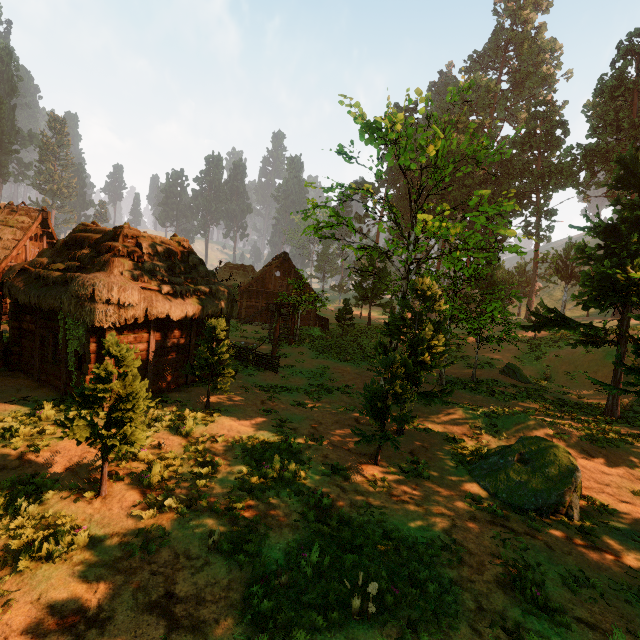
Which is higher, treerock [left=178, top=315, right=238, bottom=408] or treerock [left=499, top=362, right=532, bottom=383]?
treerock [left=178, top=315, right=238, bottom=408]

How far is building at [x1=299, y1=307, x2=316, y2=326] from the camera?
36.47m

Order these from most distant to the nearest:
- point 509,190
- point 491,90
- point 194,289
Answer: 1. point 491,90
2. point 194,289
3. point 509,190

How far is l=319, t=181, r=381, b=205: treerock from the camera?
14.8m

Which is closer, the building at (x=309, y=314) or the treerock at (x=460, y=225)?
the treerock at (x=460, y=225)

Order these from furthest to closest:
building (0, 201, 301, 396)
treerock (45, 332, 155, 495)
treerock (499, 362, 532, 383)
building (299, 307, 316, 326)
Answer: building (299, 307, 316, 326)
treerock (499, 362, 532, 383)
building (0, 201, 301, 396)
treerock (45, 332, 155, 495)

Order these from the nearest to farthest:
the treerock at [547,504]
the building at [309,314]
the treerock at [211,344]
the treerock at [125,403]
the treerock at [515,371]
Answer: the treerock at [125,403] → the treerock at [547,504] → the treerock at [211,344] → the treerock at [515,371] → the building at [309,314]
